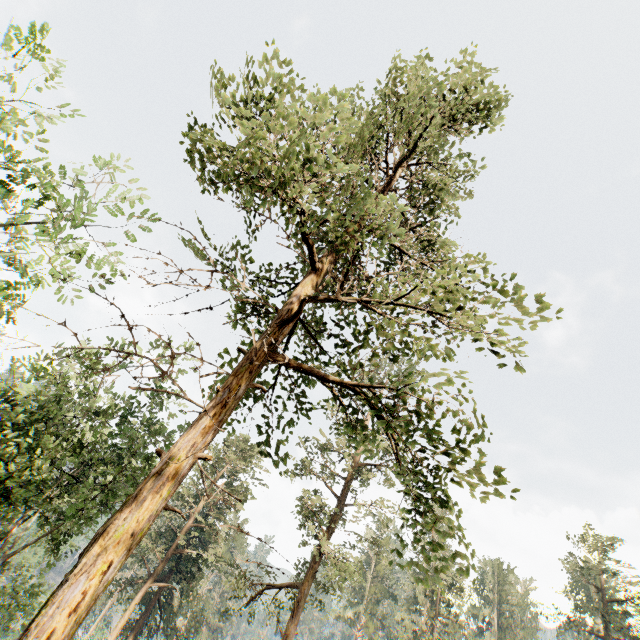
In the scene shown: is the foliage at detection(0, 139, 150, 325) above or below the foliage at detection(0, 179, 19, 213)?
below

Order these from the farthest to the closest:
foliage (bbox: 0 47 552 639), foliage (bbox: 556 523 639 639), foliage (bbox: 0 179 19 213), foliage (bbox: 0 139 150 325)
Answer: foliage (bbox: 556 523 639 639) → foliage (bbox: 0 179 19 213) → foliage (bbox: 0 139 150 325) → foliage (bbox: 0 47 552 639)

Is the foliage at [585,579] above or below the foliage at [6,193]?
above

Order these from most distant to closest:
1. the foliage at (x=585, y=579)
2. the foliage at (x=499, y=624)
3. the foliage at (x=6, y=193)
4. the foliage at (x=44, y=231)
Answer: the foliage at (x=585, y=579), the foliage at (x=6, y=193), the foliage at (x=44, y=231), the foliage at (x=499, y=624)

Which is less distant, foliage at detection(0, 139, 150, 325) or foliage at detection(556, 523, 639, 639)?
foliage at detection(0, 139, 150, 325)

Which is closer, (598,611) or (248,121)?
(248,121)
